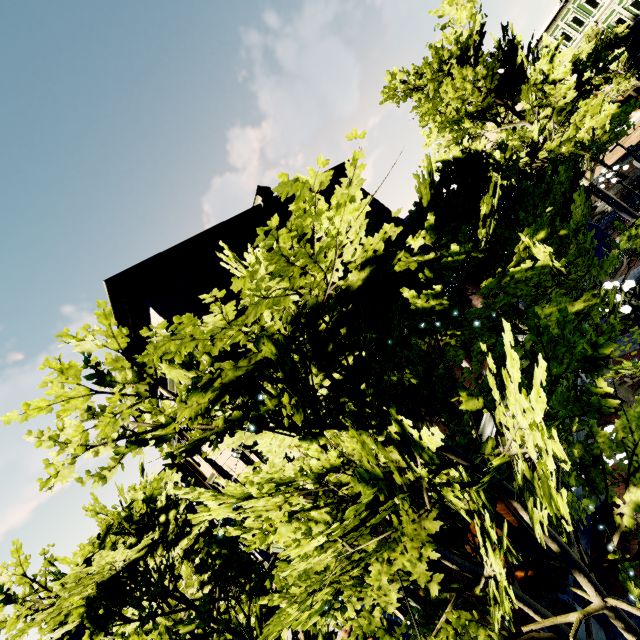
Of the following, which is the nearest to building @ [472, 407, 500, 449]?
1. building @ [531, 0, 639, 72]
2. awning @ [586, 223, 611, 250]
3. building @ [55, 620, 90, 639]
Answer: awning @ [586, 223, 611, 250]

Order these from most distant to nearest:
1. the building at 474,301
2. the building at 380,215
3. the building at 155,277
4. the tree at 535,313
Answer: the building at 380,215 < the building at 474,301 < the building at 155,277 < the tree at 535,313

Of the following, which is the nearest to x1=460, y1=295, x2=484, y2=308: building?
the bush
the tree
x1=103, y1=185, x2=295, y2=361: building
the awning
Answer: the tree

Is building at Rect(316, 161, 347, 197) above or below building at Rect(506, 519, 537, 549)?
above

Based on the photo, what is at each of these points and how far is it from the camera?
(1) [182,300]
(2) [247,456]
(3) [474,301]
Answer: (1) building, 8.6 meters
(2) building, 11.9 meters
(3) building, 13.8 meters

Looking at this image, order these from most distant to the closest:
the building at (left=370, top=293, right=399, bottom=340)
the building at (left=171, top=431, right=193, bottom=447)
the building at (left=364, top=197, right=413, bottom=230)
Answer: the building at (left=364, top=197, right=413, bottom=230) → the building at (left=370, top=293, right=399, bottom=340) → the building at (left=171, top=431, right=193, bottom=447)

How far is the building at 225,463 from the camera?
12.1 meters

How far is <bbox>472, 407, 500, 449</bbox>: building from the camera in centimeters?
985cm
